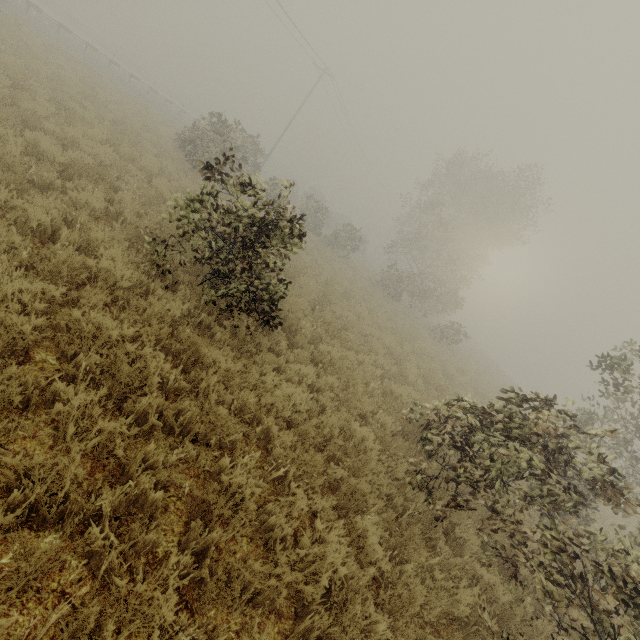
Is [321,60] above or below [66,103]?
above
